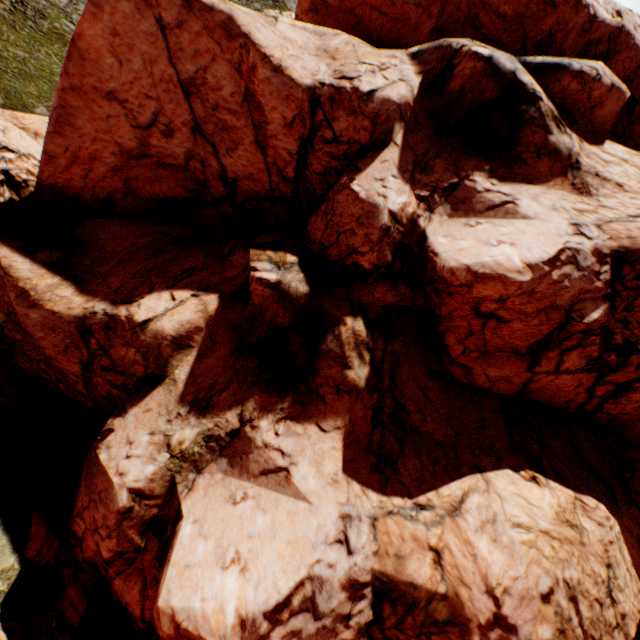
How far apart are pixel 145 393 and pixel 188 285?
5.4m
